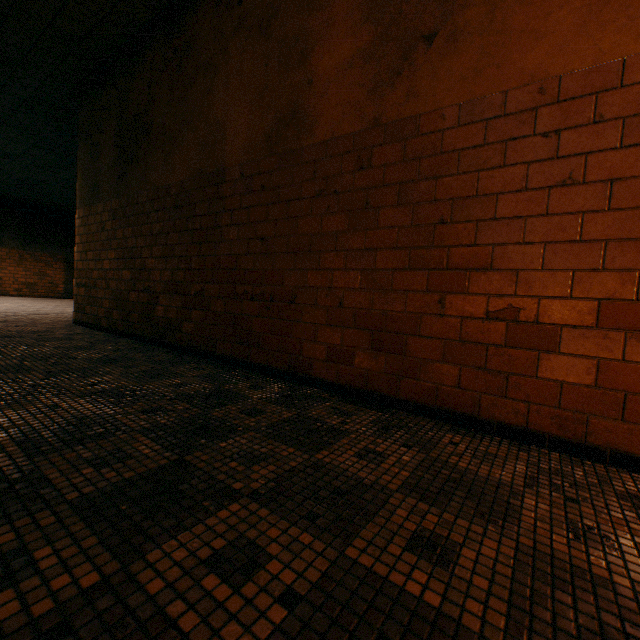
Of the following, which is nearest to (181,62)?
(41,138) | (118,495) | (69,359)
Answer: (69,359)
